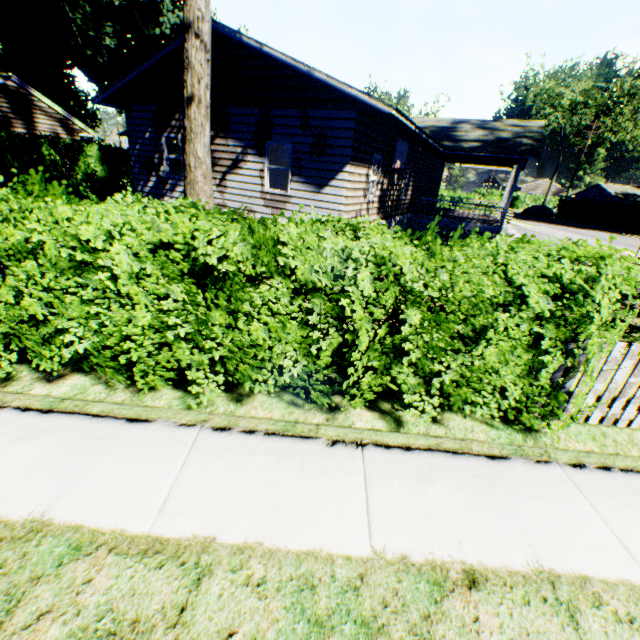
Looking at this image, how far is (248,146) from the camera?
11.13m

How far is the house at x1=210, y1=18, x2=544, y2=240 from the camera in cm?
960

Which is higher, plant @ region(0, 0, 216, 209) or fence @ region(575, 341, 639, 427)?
plant @ region(0, 0, 216, 209)

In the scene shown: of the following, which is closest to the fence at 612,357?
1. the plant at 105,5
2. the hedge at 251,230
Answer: the hedge at 251,230

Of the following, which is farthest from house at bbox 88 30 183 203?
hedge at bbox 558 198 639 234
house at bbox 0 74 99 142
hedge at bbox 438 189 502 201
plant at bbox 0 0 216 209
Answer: hedge at bbox 558 198 639 234

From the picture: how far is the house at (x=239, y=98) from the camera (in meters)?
9.60

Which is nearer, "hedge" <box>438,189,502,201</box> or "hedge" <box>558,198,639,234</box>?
"hedge" <box>438,189,502,201</box>

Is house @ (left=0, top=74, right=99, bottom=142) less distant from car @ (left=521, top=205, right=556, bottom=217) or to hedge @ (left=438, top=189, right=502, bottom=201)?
hedge @ (left=438, top=189, right=502, bottom=201)
